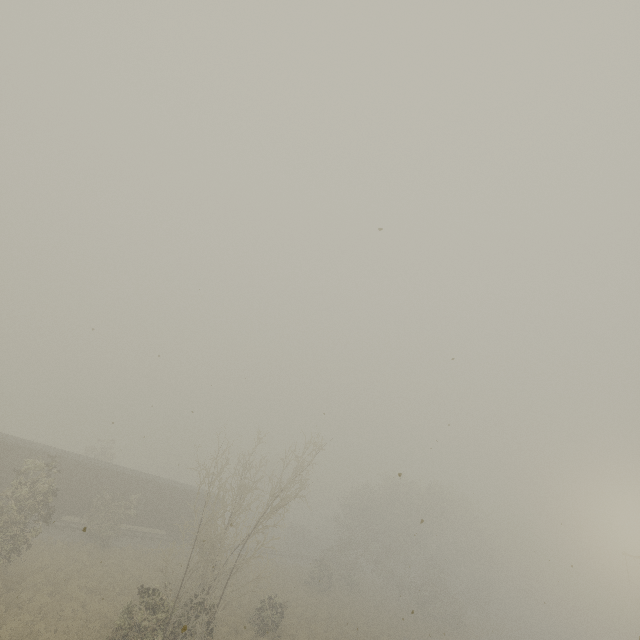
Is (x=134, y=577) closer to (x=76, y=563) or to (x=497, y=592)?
(x=76, y=563)

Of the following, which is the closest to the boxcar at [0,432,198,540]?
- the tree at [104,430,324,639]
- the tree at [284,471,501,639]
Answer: the tree at [104,430,324,639]

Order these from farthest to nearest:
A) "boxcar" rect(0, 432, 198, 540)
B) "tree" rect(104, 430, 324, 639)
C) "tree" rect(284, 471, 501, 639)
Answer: "tree" rect(284, 471, 501, 639), "boxcar" rect(0, 432, 198, 540), "tree" rect(104, 430, 324, 639)

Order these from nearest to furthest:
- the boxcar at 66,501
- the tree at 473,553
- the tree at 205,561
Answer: the tree at 205,561 < the boxcar at 66,501 < the tree at 473,553

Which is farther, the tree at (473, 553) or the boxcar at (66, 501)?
the tree at (473, 553)

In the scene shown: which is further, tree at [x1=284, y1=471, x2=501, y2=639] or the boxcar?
tree at [x1=284, y1=471, x2=501, y2=639]
